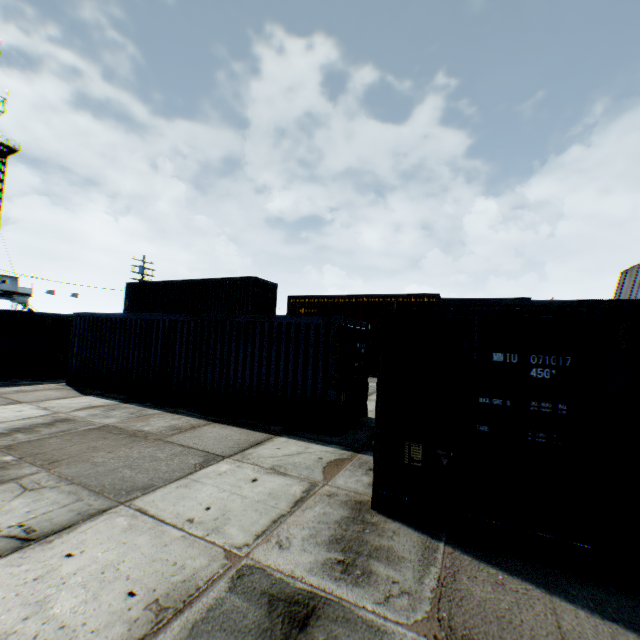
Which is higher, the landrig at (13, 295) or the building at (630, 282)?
the building at (630, 282)

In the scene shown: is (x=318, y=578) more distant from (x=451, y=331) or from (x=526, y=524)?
(x=451, y=331)

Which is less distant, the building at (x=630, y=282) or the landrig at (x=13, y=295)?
the building at (x=630, y=282)

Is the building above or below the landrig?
above

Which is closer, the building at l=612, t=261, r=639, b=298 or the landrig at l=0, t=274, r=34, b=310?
the building at l=612, t=261, r=639, b=298
